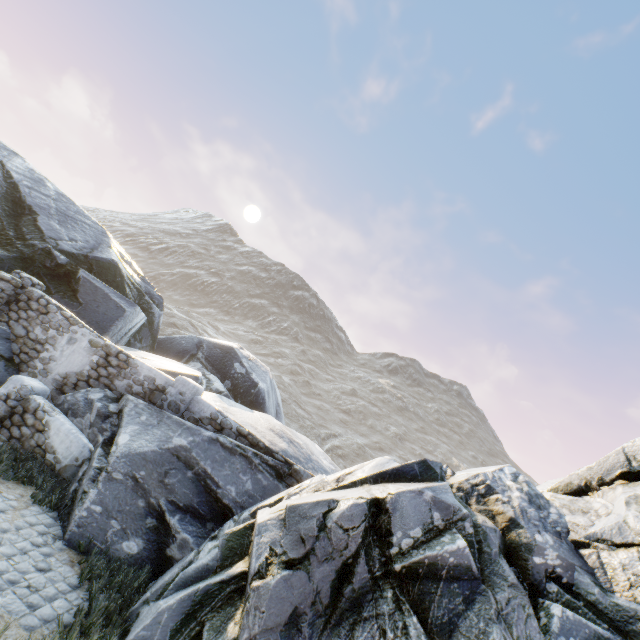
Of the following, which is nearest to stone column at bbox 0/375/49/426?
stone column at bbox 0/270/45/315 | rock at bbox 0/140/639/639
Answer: rock at bbox 0/140/639/639

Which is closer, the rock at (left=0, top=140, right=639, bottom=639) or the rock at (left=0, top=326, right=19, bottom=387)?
the rock at (left=0, top=140, right=639, bottom=639)

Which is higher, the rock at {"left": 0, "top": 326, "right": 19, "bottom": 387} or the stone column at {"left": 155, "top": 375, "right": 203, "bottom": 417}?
the stone column at {"left": 155, "top": 375, "right": 203, "bottom": 417}

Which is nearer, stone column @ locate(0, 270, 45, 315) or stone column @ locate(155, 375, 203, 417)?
stone column @ locate(155, 375, 203, 417)

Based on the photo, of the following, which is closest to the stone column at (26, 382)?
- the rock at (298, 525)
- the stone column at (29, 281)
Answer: the rock at (298, 525)

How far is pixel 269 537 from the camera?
4.56m

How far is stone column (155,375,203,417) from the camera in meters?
8.5

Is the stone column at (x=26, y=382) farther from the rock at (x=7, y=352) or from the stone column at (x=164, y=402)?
the stone column at (x=164, y=402)
